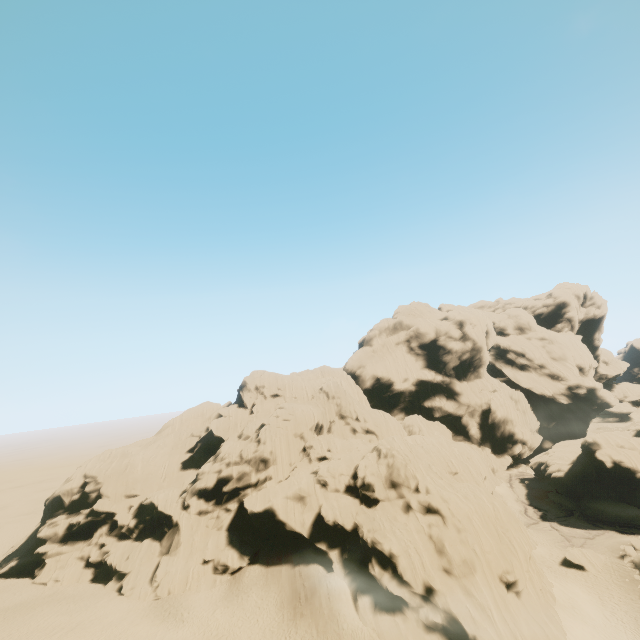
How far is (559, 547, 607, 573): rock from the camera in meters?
37.2

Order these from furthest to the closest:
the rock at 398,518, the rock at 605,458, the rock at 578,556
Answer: the rock at 605,458
the rock at 578,556
the rock at 398,518

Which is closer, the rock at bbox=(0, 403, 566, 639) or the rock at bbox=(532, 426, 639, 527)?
the rock at bbox=(0, 403, 566, 639)

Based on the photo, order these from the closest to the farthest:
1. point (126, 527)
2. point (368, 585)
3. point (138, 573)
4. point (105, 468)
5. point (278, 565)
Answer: point (368, 585), point (278, 565), point (138, 573), point (126, 527), point (105, 468)

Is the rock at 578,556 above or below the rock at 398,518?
below

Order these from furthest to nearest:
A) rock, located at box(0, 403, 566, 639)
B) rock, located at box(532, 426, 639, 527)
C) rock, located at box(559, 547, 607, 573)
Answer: rock, located at box(532, 426, 639, 527) → rock, located at box(559, 547, 607, 573) → rock, located at box(0, 403, 566, 639)
